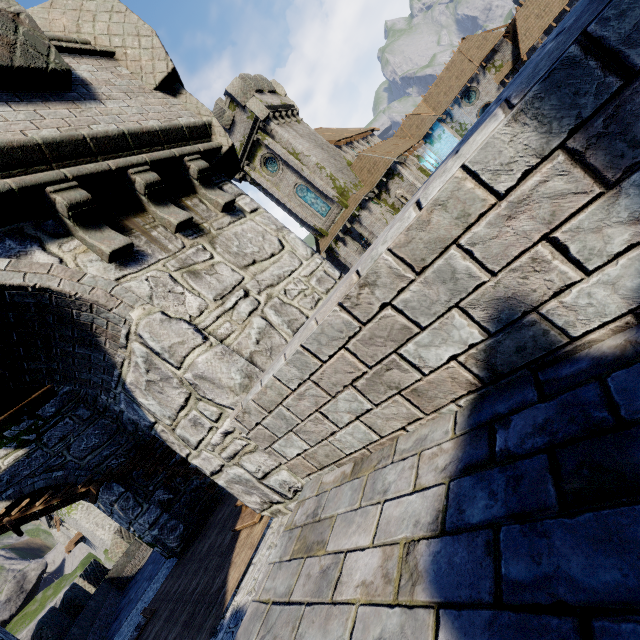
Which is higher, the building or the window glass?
the window glass

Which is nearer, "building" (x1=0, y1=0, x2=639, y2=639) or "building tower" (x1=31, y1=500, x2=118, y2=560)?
"building" (x1=0, y1=0, x2=639, y2=639)

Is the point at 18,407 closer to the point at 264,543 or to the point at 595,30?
the point at 264,543

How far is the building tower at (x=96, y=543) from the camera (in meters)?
33.75

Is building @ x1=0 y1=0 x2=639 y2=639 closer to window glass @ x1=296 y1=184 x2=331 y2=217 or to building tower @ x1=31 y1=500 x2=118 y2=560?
window glass @ x1=296 y1=184 x2=331 y2=217

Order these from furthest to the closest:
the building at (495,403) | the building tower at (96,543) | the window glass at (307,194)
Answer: the building tower at (96,543), the window glass at (307,194), the building at (495,403)

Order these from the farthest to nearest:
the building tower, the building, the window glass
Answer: the building tower
the window glass
the building

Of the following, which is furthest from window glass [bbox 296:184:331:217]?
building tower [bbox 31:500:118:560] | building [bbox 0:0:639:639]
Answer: building tower [bbox 31:500:118:560]
